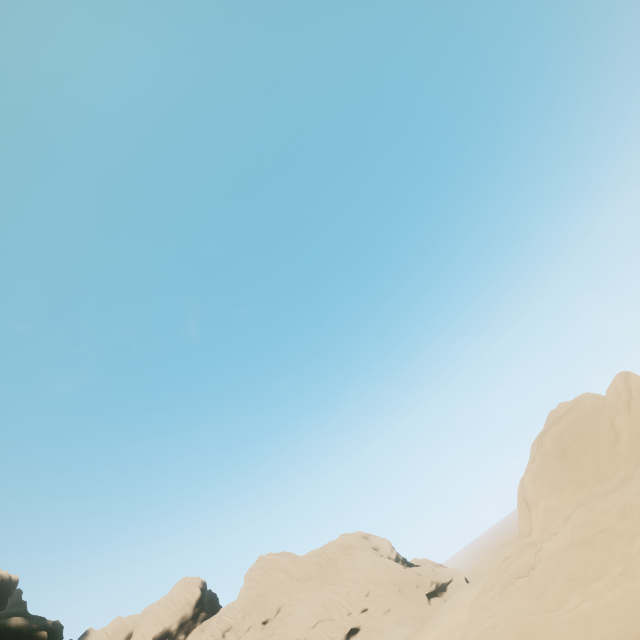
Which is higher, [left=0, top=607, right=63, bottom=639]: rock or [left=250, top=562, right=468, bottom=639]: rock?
[left=0, top=607, right=63, bottom=639]: rock

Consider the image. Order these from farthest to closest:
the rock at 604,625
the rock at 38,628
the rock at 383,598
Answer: the rock at 383,598
the rock at 38,628
the rock at 604,625

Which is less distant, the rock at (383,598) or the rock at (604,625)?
the rock at (604,625)

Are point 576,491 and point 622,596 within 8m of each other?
yes

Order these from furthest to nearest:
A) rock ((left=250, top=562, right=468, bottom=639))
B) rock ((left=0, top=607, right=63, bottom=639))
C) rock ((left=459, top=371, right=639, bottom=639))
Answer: rock ((left=250, top=562, right=468, bottom=639)) < rock ((left=0, top=607, right=63, bottom=639)) < rock ((left=459, top=371, right=639, bottom=639))

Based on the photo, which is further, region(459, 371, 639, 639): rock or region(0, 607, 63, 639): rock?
region(0, 607, 63, 639): rock
